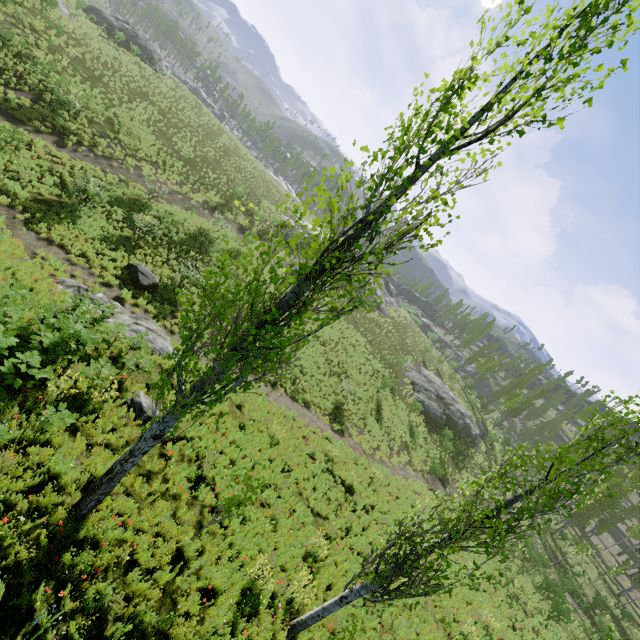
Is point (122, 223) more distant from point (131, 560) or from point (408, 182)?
point (408, 182)

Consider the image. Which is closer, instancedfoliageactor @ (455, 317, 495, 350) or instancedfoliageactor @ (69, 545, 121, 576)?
instancedfoliageactor @ (69, 545, 121, 576)

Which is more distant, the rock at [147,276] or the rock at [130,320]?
the rock at [147,276]

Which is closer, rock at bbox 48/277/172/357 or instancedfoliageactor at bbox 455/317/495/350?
rock at bbox 48/277/172/357

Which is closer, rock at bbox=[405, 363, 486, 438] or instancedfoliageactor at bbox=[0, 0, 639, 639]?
instancedfoliageactor at bbox=[0, 0, 639, 639]

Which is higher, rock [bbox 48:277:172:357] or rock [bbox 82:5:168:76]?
rock [bbox 82:5:168:76]

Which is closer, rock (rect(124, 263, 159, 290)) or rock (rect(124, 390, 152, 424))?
rock (rect(124, 390, 152, 424))

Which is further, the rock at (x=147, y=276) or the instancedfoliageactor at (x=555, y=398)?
the instancedfoliageactor at (x=555, y=398)
